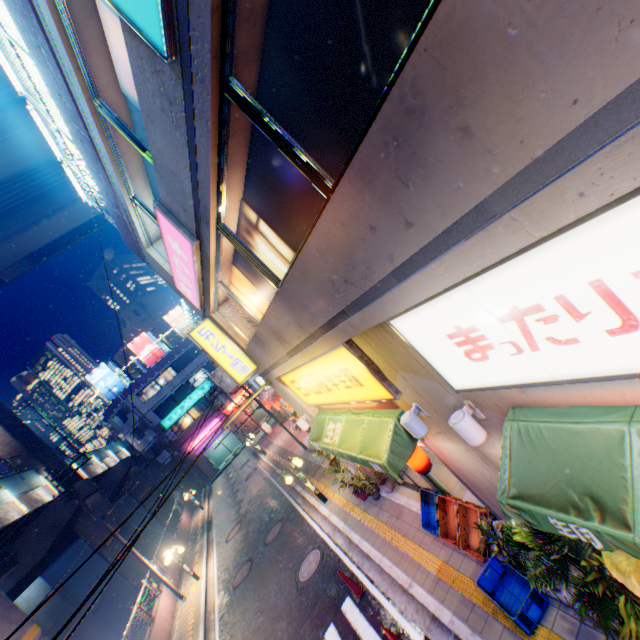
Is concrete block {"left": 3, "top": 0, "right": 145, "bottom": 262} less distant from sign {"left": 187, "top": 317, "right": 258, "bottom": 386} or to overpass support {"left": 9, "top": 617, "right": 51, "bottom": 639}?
sign {"left": 187, "top": 317, "right": 258, "bottom": 386}

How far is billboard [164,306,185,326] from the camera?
45.9m

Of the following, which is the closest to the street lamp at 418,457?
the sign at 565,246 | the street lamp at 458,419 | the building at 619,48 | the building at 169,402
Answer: the building at 619,48

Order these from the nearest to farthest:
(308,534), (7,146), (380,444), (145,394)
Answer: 1. (380,444)
2. (308,534)
3. (7,146)
4. (145,394)

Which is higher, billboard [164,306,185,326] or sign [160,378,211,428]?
billboard [164,306,185,326]

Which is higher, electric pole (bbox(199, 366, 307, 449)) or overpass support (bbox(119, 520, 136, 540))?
electric pole (bbox(199, 366, 307, 449))

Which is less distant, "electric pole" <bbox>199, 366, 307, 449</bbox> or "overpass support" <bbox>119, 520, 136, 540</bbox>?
"electric pole" <bbox>199, 366, 307, 449</bbox>

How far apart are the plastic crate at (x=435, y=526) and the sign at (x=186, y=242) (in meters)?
7.87
